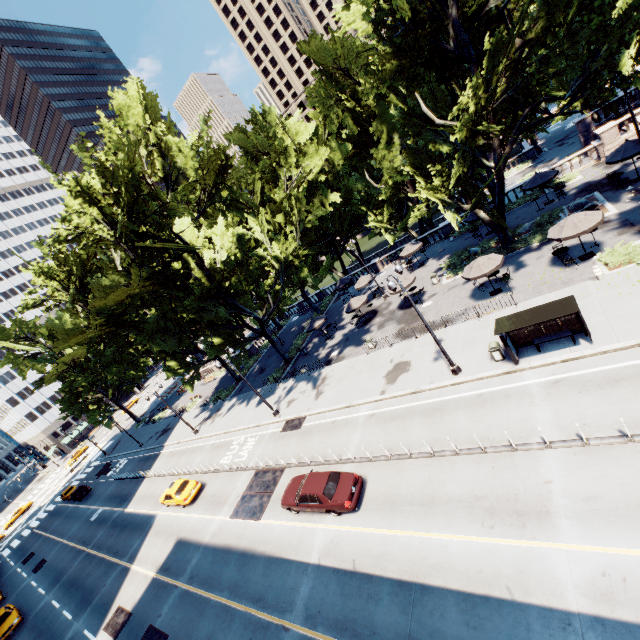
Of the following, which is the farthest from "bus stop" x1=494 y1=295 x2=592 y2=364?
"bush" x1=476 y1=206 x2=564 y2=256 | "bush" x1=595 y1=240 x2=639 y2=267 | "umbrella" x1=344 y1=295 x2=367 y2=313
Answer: "umbrella" x1=344 y1=295 x2=367 y2=313

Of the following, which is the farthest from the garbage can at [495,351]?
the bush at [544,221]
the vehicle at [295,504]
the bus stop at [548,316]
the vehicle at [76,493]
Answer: the vehicle at [76,493]

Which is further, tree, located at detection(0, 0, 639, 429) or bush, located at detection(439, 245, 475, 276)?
bush, located at detection(439, 245, 475, 276)

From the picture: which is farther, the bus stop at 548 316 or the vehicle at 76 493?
the vehicle at 76 493

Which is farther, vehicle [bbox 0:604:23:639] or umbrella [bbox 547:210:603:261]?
vehicle [bbox 0:604:23:639]

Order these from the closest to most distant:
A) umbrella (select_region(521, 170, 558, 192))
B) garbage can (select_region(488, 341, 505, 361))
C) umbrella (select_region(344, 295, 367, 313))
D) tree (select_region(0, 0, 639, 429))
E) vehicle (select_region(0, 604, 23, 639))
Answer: garbage can (select_region(488, 341, 505, 361)) → tree (select_region(0, 0, 639, 429)) → vehicle (select_region(0, 604, 23, 639)) → umbrella (select_region(521, 170, 558, 192)) → umbrella (select_region(344, 295, 367, 313))

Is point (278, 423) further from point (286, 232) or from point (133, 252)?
point (286, 232)

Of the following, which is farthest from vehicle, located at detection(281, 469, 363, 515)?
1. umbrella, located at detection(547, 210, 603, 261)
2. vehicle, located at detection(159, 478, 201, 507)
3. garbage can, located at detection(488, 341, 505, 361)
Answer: umbrella, located at detection(547, 210, 603, 261)
